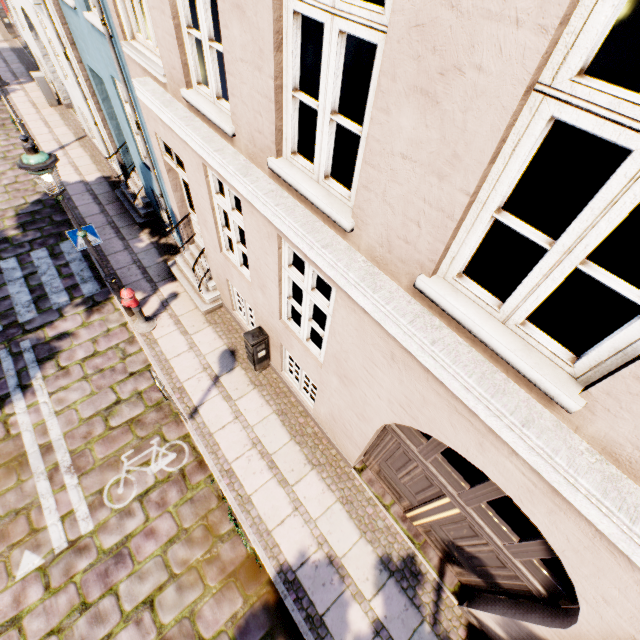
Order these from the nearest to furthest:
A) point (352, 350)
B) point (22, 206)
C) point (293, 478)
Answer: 1. point (352, 350)
2. point (293, 478)
3. point (22, 206)

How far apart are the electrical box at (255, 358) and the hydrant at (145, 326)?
2.5 meters

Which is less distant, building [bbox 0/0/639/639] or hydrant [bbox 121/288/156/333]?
building [bbox 0/0/639/639]

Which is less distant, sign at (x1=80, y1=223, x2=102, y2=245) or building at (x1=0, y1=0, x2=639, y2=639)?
building at (x1=0, y1=0, x2=639, y2=639)

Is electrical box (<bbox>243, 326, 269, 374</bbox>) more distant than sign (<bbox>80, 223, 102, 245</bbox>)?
No

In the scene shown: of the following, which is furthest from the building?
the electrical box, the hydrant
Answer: the hydrant

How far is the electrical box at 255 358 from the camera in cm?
602
